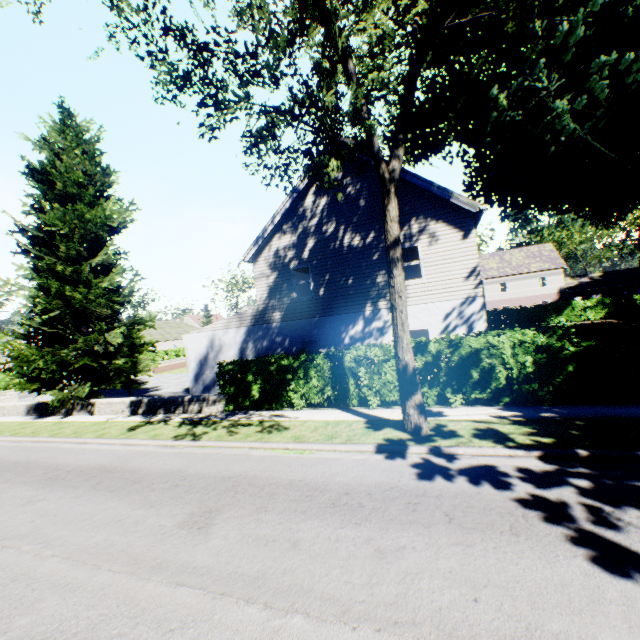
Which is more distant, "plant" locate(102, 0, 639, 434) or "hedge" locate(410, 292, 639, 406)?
"hedge" locate(410, 292, 639, 406)

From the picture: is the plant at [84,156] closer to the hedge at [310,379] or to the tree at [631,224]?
the hedge at [310,379]

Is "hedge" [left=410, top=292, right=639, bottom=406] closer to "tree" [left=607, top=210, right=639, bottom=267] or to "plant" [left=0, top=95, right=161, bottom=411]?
"plant" [left=0, top=95, right=161, bottom=411]

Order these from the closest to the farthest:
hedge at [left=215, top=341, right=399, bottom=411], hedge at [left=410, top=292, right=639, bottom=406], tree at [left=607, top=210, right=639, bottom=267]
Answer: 1. hedge at [left=410, top=292, right=639, bottom=406]
2. hedge at [left=215, top=341, right=399, bottom=411]
3. tree at [left=607, top=210, right=639, bottom=267]

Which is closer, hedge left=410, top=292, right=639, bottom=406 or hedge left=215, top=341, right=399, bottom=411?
hedge left=410, top=292, right=639, bottom=406

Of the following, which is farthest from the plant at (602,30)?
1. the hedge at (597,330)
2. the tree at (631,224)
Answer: the tree at (631,224)

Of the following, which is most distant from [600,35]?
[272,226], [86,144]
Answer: [86,144]
